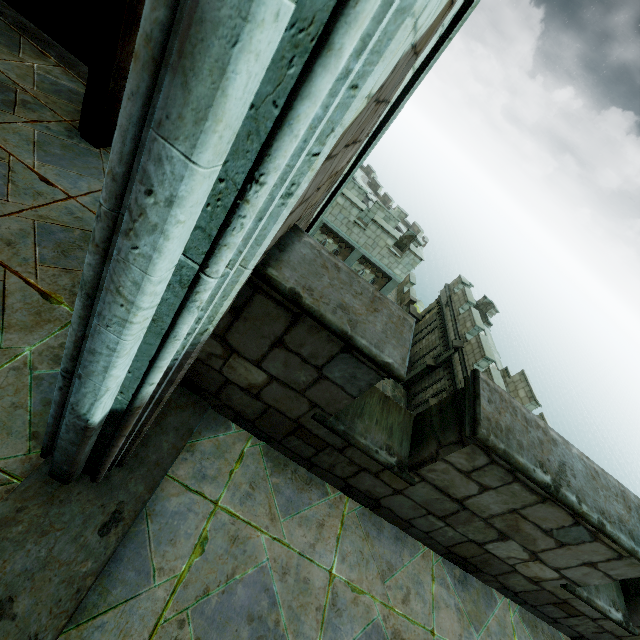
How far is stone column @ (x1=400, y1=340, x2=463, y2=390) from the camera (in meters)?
19.16

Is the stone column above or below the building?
below

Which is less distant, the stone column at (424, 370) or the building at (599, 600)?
the building at (599, 600)

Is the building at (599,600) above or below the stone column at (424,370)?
above

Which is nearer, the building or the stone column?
the building

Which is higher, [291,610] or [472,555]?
[472,555]
